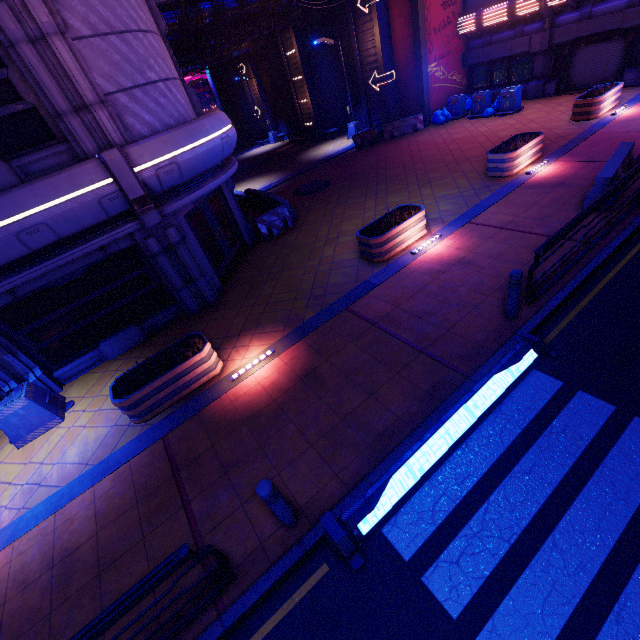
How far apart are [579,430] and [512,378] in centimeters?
115cm

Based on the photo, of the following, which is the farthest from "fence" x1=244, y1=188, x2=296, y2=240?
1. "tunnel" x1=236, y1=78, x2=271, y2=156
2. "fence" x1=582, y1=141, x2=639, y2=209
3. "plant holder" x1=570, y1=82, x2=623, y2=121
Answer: "tunnel" x1=236, y1=78, x2=271, y2=156

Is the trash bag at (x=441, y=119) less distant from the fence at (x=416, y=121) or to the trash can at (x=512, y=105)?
the fence at (x=416, y=121)

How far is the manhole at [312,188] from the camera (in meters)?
16.53

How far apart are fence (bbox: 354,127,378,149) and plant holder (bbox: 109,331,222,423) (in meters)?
18.21

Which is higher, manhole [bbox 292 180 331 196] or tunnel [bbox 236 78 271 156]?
tunnel [bbox 236 78 271 156]

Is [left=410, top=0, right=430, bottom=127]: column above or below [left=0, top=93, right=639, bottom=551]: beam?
above

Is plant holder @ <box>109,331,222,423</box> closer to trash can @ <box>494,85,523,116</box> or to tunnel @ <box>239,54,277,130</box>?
trash can @ <box>494,85,523,116</box>
